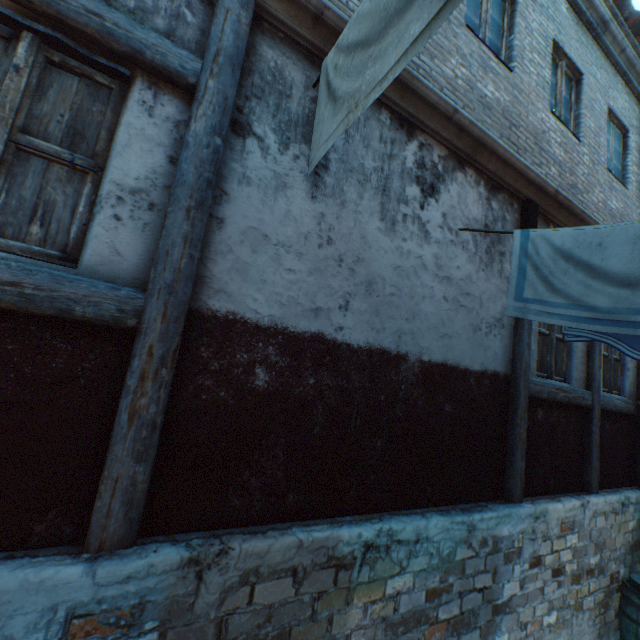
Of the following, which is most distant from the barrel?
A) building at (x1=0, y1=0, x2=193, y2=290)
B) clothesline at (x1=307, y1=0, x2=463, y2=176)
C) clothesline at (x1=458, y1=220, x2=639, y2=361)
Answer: clothesline at (x1=307, y1=0, x2=463, y2=176)

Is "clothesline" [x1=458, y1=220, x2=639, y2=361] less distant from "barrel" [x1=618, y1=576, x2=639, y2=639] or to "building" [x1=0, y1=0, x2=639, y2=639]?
"building" [x1=0, y1=0, x2=639, y2=639]

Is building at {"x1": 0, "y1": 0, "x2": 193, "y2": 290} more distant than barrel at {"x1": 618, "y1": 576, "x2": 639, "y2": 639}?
No

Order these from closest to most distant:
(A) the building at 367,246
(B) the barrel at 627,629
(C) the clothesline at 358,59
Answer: (C) the clothesline at 358,59 < (A) the building at 367,246 < (B) the barrel at 627,629

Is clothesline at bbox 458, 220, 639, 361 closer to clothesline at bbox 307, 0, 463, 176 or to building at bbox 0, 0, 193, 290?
building at bbox 0, 0, 193, 290

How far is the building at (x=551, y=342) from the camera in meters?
4.2 m

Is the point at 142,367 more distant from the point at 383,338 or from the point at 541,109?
the point at 541,109

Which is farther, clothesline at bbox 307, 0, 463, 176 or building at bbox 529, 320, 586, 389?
building at bbox 529, 320, 586, 389
